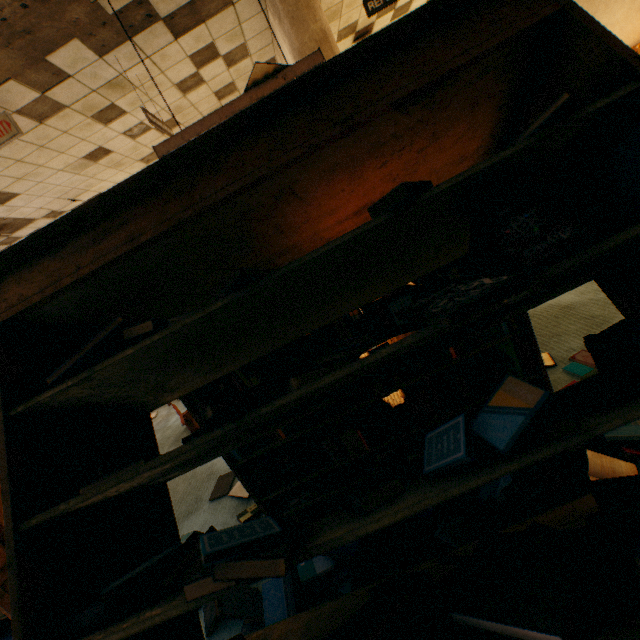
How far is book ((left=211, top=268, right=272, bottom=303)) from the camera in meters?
0.8

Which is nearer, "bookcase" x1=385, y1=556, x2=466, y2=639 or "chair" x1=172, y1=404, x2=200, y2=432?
"bookcase" x1=385, y1=556, x2=466, y2=639

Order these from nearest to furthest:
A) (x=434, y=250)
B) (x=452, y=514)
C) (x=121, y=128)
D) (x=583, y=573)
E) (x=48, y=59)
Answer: (x=583, y=573) < (x=434, y=250) < (x=452, y=514) < (x=48, y=59) < (x=121, y=128)

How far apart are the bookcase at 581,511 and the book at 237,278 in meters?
0.0

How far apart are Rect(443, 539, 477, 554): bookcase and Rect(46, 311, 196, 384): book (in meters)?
0.01

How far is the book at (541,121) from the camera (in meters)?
0.76

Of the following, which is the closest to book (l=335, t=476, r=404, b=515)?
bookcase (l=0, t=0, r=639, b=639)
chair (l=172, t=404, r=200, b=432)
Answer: bookcase (l=0, t=0, r=639, b=639)

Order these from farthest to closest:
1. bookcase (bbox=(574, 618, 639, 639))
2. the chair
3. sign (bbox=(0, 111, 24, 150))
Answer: the chair < sign (bbox=(0, 111, 24, 150)) < bookcase (bbox=(574, 618, 639, 639))
